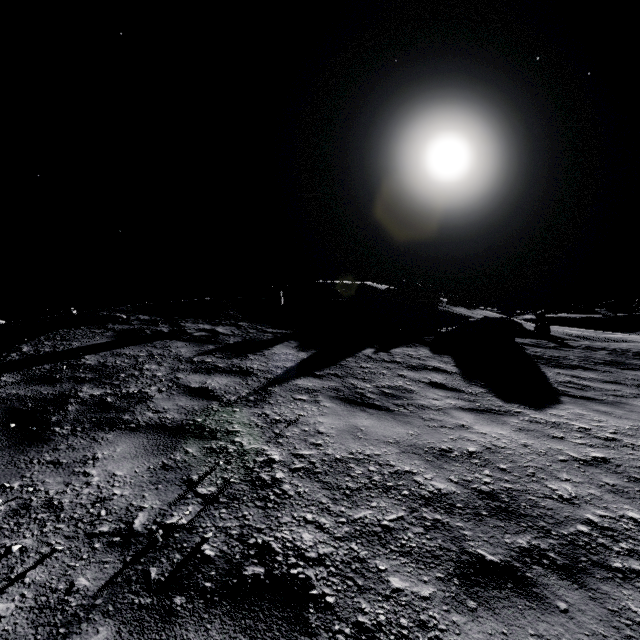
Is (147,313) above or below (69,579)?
above
